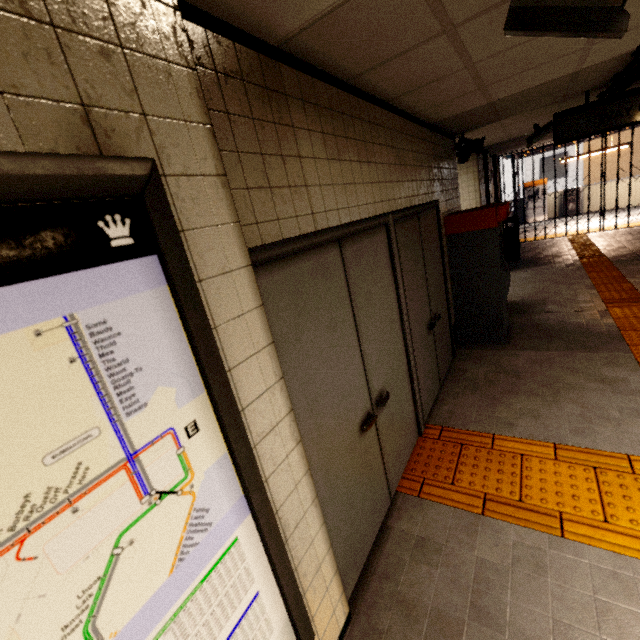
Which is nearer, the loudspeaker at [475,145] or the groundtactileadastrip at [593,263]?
the groundtactileadastrip at [593,263]

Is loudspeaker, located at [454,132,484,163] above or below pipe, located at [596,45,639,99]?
below

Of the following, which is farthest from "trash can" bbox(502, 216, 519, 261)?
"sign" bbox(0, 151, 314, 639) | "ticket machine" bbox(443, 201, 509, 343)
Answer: "sign" bbox(0, 151, 314, 639)

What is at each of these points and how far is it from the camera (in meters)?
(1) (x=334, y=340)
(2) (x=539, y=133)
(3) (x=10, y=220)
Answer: (1) door, 1.88
(2) cctv camera, 5.75
(3) sign, 0.58

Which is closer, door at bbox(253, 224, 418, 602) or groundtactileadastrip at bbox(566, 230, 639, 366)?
door at bbox(253, 224, 418, 602)

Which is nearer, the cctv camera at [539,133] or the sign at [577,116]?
the sign at [577,116]

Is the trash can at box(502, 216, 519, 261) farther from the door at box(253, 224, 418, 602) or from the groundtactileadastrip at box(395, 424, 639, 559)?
the door at box(253, 224, 418, 602)

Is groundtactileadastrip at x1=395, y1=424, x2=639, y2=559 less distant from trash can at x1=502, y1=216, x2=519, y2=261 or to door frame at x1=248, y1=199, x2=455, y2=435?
door frame at x1=248, y1=199, x2=455, y2=435
